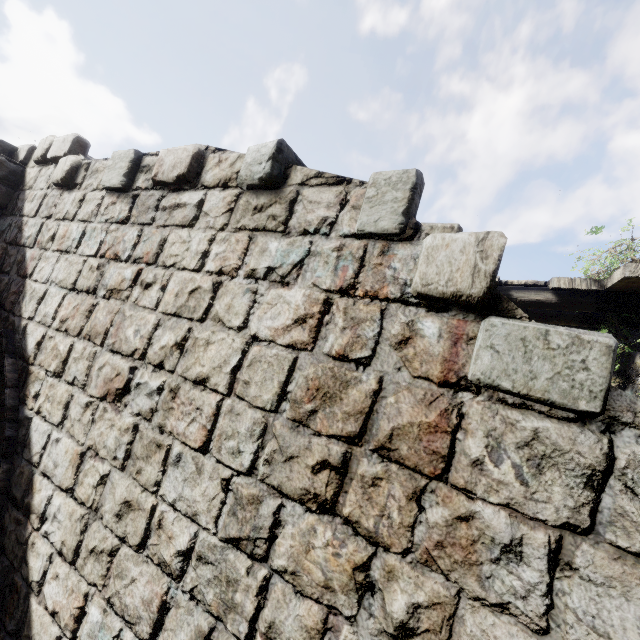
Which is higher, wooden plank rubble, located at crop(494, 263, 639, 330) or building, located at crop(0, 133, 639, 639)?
wooden plank rubble, located at crop(494, 263, 639, 330)

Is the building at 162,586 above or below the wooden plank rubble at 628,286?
below

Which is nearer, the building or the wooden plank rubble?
the building

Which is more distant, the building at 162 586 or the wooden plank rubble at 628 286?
the wooden plank rubble at 628 286

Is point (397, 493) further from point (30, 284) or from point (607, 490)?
point (30, 284)
